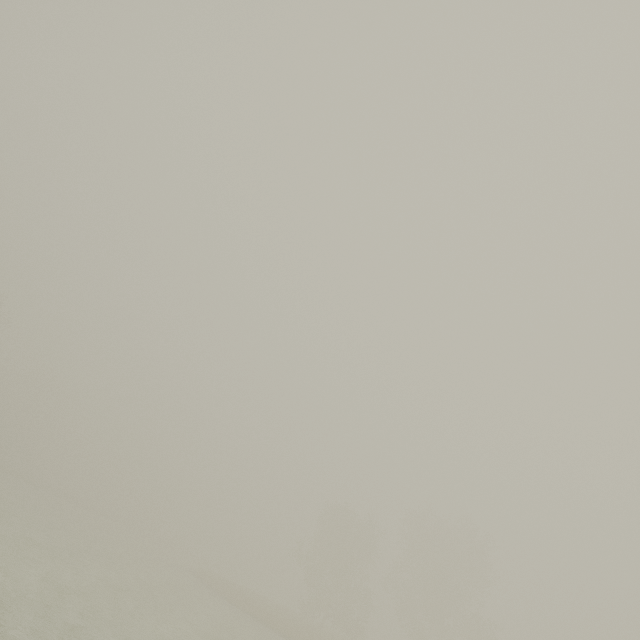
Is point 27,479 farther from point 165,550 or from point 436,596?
point 436,596
